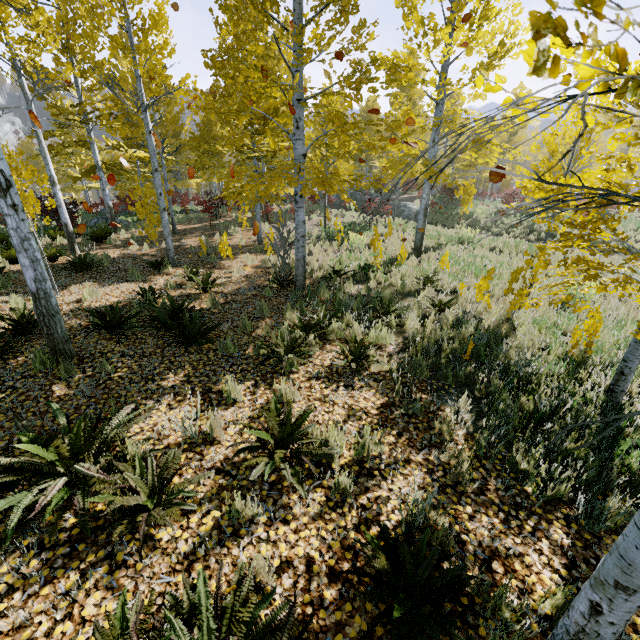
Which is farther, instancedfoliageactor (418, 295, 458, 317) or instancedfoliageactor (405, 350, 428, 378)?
instancedfoliageactor (418, 295, 458, 317)

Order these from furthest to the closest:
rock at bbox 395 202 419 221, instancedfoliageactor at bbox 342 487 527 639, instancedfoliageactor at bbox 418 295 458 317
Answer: rock at bbox 395 202 419 221
instancedfoliageactor at bbox 418 295 458 317
instancedfoliageactor at bbox 342 487 527 639

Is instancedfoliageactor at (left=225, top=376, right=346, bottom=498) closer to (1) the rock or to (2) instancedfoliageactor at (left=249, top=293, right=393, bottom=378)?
(2) instancedfoliageactor at (left=249, top=293, right=393, bottom=378)

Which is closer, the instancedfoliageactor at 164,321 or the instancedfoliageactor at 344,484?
the instancedfoliageactor at 344,484

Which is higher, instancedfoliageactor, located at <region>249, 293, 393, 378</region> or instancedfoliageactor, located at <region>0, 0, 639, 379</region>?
instancedfoliageactor, located at <region>0, 0, 639, 379</region>

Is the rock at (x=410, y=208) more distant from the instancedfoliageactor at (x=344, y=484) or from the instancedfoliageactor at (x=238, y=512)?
the instancedfoliageactor at (x=238, y=512)

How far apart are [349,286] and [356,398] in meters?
4.6 m
